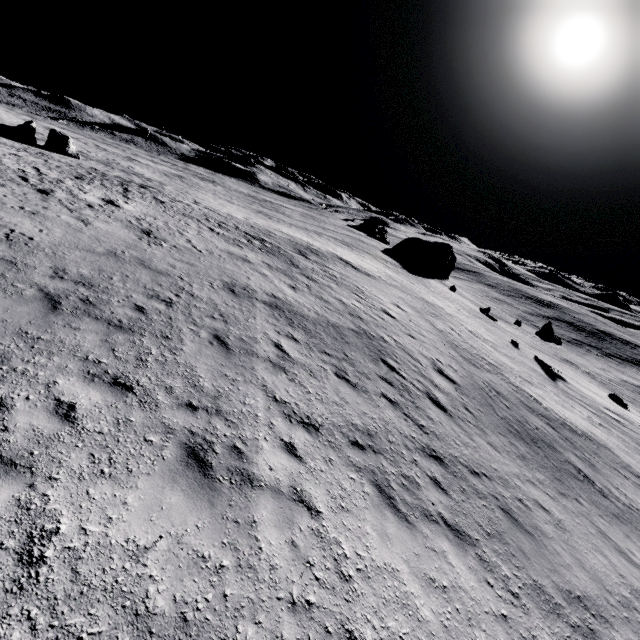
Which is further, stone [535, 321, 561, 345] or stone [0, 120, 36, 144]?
stone [535, 321, 561, 345]

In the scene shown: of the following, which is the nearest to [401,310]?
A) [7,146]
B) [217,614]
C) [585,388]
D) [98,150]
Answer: [217,614]

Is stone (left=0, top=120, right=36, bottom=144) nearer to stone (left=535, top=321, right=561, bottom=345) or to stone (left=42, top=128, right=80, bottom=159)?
stone (left=42, top=128, right=80, bottom=159)

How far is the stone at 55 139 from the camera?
31.69m

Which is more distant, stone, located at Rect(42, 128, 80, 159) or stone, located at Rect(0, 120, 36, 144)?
stone, located at Rect(42, 128, 80, 159)

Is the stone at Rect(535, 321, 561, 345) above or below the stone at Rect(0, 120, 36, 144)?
below

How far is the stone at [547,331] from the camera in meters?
36.0 m
